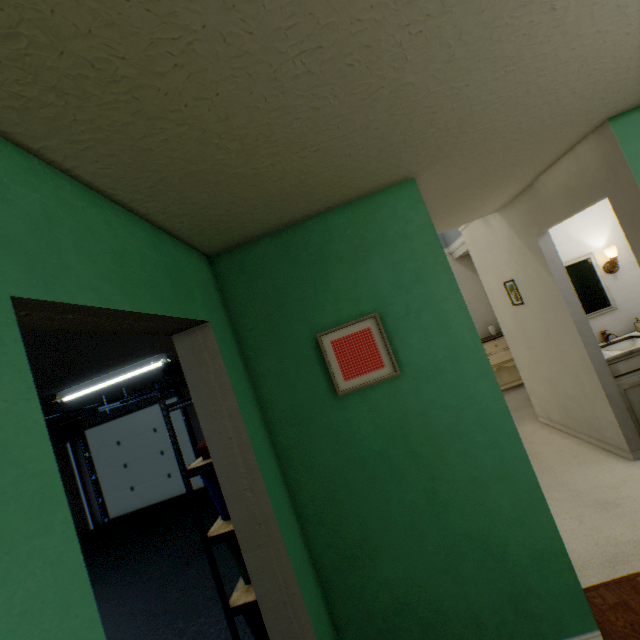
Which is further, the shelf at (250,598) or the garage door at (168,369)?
the garage door at (168,369)

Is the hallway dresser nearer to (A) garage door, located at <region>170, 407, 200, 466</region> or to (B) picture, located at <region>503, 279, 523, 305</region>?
(B) picture, located at <region>503, 279, 523, 305</region>

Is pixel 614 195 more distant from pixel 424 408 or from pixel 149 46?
pixel 149 46

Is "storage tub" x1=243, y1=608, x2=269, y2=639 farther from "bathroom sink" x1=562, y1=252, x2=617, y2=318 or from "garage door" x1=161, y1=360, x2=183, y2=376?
"bathroom sink" x1=562, y1=252, x2=617, y2=318

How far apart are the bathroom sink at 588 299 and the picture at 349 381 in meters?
2.8 m

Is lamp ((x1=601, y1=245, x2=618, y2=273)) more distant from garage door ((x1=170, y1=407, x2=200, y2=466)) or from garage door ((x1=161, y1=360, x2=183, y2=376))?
garage door ((x1=170, y1=407, x2=200, y2=466))

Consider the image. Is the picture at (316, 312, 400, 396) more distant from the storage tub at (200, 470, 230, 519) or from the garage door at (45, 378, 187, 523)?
the garage door at (45, 378, 187, 523)

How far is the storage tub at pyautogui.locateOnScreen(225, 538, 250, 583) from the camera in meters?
2.3 m
